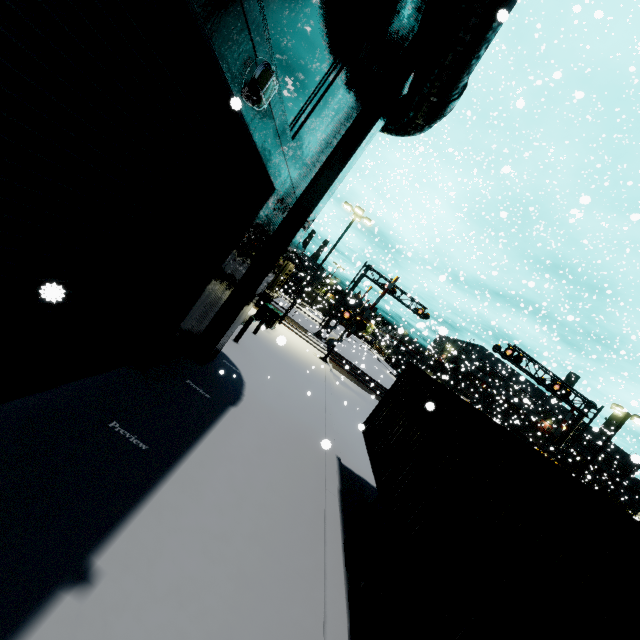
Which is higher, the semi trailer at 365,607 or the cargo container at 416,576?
the cargo container at 416,576

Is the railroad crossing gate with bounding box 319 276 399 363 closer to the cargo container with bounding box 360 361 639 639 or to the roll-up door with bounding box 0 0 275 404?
the cargo container with bounding box 360 361 639 639

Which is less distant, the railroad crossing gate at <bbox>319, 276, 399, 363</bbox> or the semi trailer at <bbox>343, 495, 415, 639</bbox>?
the semi trailer at <bbox>343, 495, 415, 639</bbox>

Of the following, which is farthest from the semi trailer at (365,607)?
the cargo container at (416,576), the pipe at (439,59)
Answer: the pipe at (439,59)

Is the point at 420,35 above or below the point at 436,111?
above

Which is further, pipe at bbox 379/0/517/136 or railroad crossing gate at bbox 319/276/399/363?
railroad crossing gate at bbox 319/276/399/363

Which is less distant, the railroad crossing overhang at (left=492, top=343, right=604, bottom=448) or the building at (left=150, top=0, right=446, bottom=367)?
the building at (left=150, top=0, right=446, bottom=367)

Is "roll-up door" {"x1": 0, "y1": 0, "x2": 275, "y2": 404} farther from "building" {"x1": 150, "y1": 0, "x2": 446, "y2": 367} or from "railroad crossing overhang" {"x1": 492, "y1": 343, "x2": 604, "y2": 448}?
"railroad crossing overhang" {"x1": 492, "y1": 343, "x2": 604, "y2": 448}
